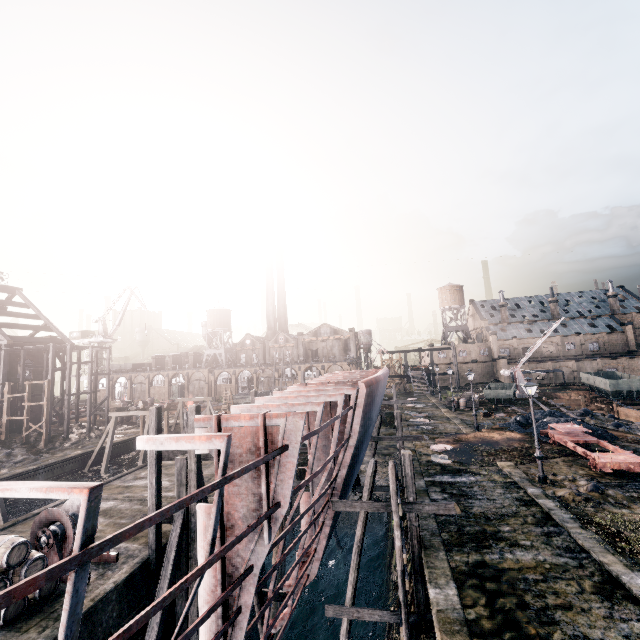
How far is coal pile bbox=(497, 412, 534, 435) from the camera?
29.5 meters

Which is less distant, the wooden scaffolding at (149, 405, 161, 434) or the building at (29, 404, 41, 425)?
the wooden scaffolding at (149, 405, 161, 434)

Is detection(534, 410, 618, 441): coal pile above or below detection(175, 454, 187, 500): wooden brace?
below

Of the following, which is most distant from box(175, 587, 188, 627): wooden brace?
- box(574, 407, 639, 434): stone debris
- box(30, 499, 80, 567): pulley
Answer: box(574, 407, 639, 434): stone debris

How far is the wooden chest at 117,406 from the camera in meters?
53.2

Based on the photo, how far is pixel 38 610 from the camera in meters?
11.3

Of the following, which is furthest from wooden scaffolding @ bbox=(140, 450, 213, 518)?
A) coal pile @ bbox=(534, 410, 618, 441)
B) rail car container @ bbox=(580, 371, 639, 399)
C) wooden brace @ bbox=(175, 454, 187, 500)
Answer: rail car container @ bbox=(580, 371, 639, 399)

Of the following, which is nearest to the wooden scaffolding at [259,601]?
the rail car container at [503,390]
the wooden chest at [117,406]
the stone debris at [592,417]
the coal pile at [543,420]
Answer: the coal pile at [543,420]
